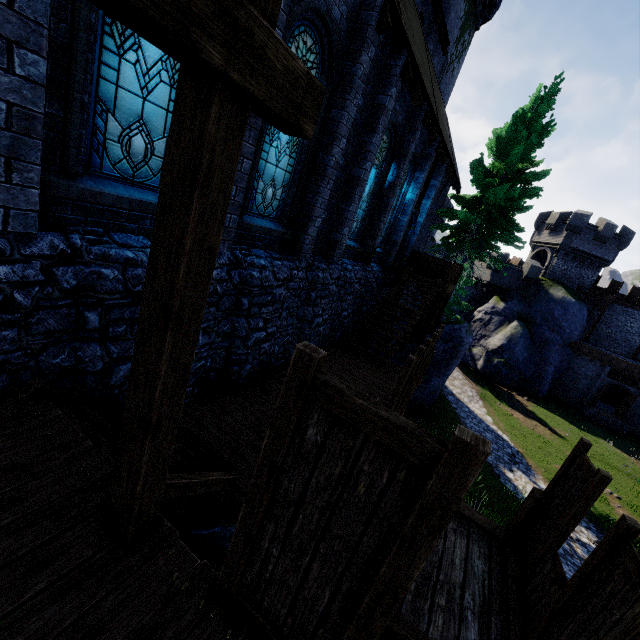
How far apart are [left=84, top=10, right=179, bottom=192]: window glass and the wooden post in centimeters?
309cm

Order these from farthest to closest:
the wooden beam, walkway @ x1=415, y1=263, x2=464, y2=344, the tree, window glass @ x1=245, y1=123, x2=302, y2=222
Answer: the tree < walkway @ x1=415, y1=263, x2=464, y2=344 < window glass @ x1=245, y1=123, x2=302, y2=222 < the wooden beam

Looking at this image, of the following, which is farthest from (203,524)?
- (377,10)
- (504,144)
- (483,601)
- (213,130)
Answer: (504,144)

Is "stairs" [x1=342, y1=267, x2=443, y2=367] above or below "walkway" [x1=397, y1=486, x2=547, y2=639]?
above

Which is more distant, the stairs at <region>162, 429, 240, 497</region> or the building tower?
the building tower

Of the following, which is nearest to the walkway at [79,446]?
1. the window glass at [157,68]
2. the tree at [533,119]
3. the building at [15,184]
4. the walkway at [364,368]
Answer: the walkway at [364,368]

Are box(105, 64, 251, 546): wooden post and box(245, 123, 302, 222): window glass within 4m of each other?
no

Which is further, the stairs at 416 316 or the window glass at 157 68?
the stairs at 416 316
